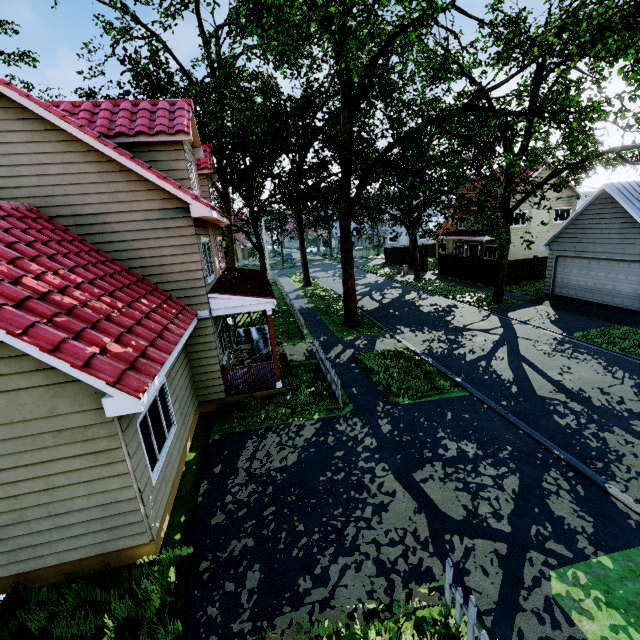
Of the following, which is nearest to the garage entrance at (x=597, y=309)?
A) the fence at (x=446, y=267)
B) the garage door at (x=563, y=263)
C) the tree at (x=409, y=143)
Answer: the garage door at (x=563, y=263)

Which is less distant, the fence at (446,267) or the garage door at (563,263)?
the garage door at (563,263)

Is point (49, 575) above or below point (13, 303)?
below

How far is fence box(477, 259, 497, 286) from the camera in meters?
25.1

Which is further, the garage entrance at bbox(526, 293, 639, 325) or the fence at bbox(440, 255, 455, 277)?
the fence at bbox(440, 255, 455, 277)

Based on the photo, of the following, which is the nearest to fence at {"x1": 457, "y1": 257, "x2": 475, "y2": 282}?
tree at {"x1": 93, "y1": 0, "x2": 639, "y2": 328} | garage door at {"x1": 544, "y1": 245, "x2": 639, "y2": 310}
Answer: tree at {"x1": 93, "y1": 0, "x2": 639, "y2": 328}

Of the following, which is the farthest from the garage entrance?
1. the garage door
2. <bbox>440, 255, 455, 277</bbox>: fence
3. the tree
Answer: <bbox>440, 255, 455, 277</bbox>: fence
